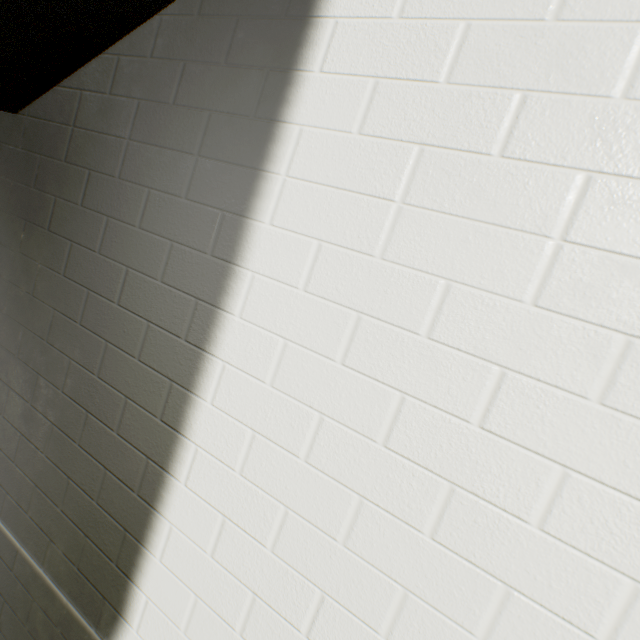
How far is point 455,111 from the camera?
0.86m
